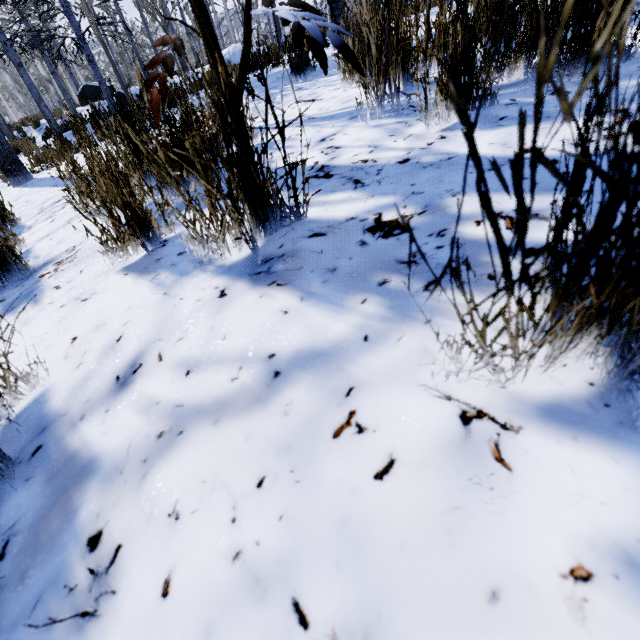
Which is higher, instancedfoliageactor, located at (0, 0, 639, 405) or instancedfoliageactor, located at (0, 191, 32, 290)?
instancedfoliageactor, located at (0, 0, 639, 405)

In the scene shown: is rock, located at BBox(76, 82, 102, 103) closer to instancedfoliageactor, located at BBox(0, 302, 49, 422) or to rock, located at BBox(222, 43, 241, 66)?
instancedfoliageactor, located at BBox(0, 302, 49, 422)

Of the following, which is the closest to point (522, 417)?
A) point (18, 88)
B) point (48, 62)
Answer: point (48, 62)

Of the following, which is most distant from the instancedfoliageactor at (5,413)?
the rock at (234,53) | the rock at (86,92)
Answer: the rock at (234,53)

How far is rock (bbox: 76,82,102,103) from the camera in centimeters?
1611cm

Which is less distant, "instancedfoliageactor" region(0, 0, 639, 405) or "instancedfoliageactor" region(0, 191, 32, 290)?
"instancedfoliageactor" region(0, 0, 639, 405)

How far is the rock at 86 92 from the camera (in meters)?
16.11

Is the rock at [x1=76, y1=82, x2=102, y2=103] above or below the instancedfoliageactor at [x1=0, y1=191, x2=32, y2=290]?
above
